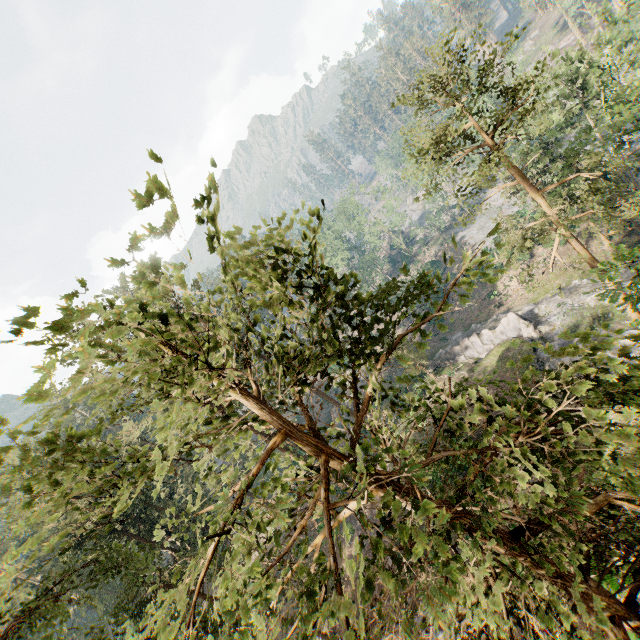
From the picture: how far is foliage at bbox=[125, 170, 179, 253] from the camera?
1.87m

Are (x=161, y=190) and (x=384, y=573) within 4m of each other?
yes

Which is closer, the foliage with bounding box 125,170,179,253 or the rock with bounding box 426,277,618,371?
the foliage with bounding box 125,170,179,253

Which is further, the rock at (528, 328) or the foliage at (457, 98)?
the rock at (528, 328)

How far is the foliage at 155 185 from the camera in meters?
1.9 m

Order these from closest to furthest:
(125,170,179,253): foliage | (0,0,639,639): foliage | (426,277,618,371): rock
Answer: (125,170,179,253): foliage < (0,0,639,639): foliage < (426,277,618,371): rock
